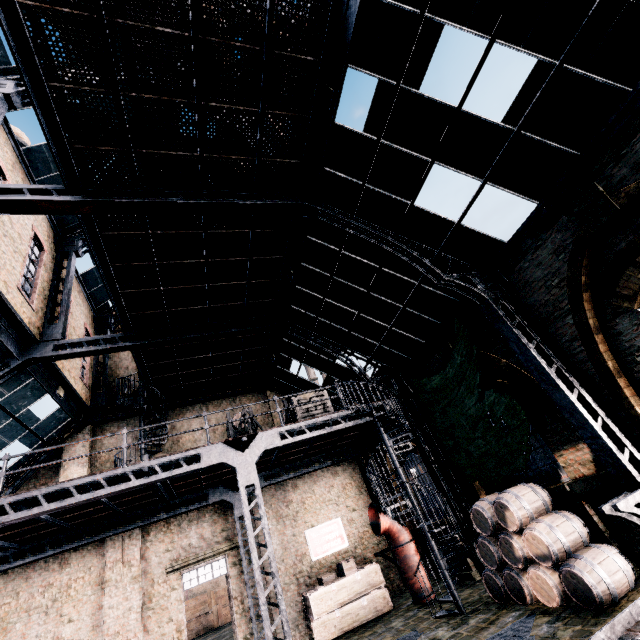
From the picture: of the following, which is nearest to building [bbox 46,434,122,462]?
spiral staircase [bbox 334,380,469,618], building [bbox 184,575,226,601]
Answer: spiral staircase [bbox 334,380,469,618]

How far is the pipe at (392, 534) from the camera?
11.9m

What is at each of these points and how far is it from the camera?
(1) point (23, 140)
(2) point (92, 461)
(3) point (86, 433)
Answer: (1) chimney, 15.4 meters
(2) building, 15.0 meters
(3) building, 15.4 meters

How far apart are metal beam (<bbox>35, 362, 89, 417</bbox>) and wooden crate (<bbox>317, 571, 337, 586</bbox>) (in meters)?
13.07

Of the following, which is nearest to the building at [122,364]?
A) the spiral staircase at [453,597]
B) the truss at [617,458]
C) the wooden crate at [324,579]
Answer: the truss at [617,458]

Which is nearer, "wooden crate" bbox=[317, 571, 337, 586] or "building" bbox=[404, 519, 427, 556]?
"wooden crate" bbox=[317, 571, 337, 586]

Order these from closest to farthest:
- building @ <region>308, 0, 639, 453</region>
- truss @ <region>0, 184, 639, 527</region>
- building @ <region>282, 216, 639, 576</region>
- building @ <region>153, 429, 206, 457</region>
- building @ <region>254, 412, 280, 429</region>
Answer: building @ <region>308, 0, 639, 453</region>
truss @ <region>0, 184, 639, 527</region>
building @ <region>282, 216, 639, 576</region>
building @ <region>153, 429, 206, 457</region>
building @ <region>254, 412, 280, 429</region>

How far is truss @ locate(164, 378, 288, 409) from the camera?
17.1 meters
